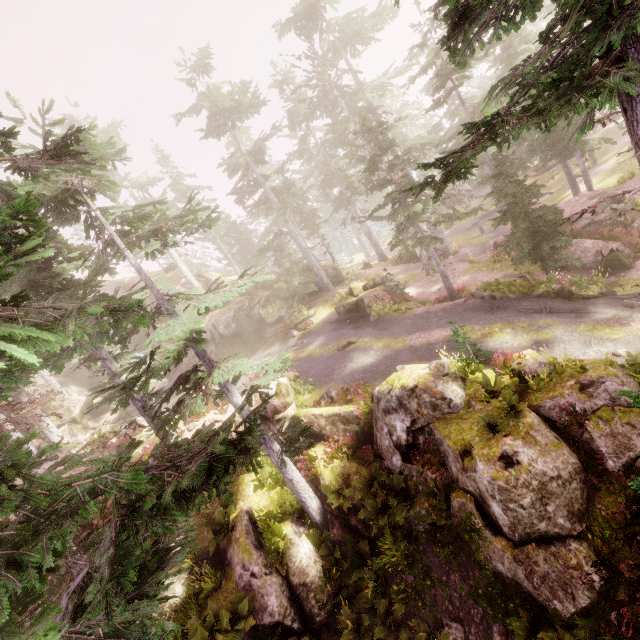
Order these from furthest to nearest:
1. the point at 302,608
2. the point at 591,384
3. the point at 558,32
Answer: the point at 302,608, the point at 591,384, the point at 558,32

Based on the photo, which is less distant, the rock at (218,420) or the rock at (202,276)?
the rock at (218,420)

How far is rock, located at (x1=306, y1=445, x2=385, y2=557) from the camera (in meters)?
13.10

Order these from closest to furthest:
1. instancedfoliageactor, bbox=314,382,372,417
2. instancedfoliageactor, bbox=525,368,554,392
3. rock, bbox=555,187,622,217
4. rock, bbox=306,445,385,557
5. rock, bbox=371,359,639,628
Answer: rock, bbox=371,359,639,628 → instancedfoliageactor, bbox=525,368,554,392 → rock, bbox=306,445,385,557 → instancedfoliageactor, bbox=314,382,372,417 → rock, bbox=555,187,622,217

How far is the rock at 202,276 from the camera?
38.4m

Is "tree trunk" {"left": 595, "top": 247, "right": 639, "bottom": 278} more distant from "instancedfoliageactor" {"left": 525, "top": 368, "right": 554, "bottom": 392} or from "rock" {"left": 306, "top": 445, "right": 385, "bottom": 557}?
"rock" {"left": 306, "top": 445, "right": 385, "bottom": 557}

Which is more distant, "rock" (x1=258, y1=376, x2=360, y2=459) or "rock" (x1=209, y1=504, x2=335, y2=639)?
"rock" (x1=258, y1=376, x2=360, y2=459)
